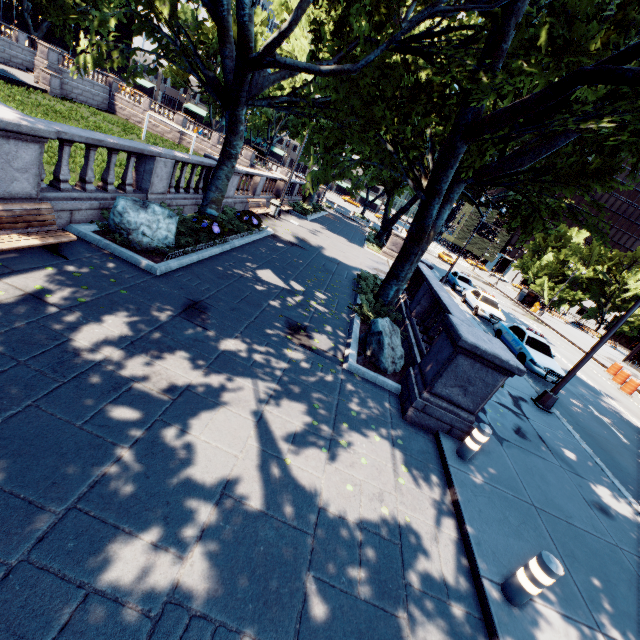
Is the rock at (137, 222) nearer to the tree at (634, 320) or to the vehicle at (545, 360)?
the tree at (634, 320)

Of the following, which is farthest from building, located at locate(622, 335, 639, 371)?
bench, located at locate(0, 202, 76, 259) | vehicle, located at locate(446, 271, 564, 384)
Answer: bench, located at locate(0, 202, 76, 259)

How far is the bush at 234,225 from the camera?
13.1 meters

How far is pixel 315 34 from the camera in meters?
9.3

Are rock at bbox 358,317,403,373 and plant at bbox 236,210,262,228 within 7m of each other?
no

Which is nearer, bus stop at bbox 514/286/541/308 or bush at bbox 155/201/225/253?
bush at bbox 155/201/225/253

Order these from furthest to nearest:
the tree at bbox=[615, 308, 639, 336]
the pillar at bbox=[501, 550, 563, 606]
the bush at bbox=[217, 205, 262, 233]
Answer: the tree at bbox=[615, 308, 639, 336], the bush at bbox=[217, 205, 262, 233], the pillar at bbox=[501, 550, 563, 606]

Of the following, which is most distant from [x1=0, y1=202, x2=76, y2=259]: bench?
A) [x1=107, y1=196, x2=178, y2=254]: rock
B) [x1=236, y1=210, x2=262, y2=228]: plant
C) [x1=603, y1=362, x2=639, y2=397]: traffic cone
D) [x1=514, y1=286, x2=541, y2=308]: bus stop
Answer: [x1=514, y1=286, x2=541, y2=308]: bus stop
